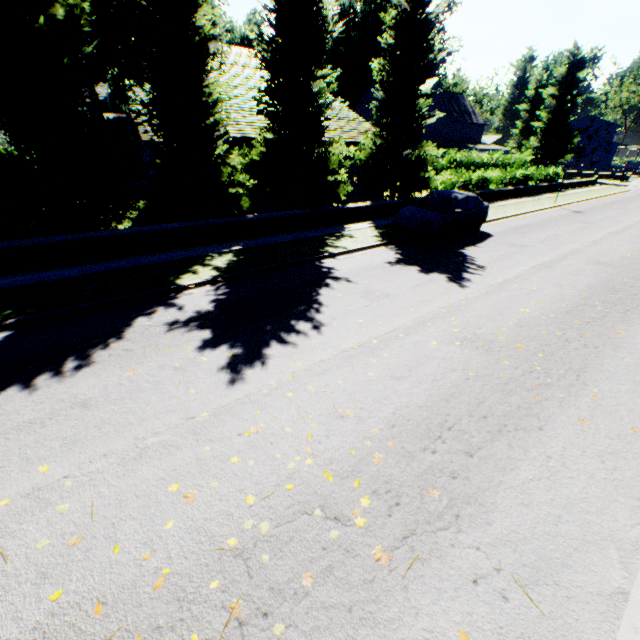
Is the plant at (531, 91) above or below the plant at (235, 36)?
below

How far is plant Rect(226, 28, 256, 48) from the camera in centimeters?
5850cm

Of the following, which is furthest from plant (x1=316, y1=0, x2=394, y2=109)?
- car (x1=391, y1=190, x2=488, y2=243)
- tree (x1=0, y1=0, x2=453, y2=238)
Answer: car (x1=391, y1=190, x2=488, y2=243)

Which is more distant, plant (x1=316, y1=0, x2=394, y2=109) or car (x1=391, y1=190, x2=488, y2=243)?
plant (x1=316, y1=0, x2=394, y2=109)

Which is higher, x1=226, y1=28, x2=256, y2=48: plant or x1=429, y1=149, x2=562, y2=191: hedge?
x1=226, y1=28, x2=256, y2=48: plant

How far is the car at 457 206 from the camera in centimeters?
1184cm

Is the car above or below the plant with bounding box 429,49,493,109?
below

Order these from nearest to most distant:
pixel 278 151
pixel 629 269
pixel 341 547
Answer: pixel 341 547
pixel 629 269
pixel 278 151
